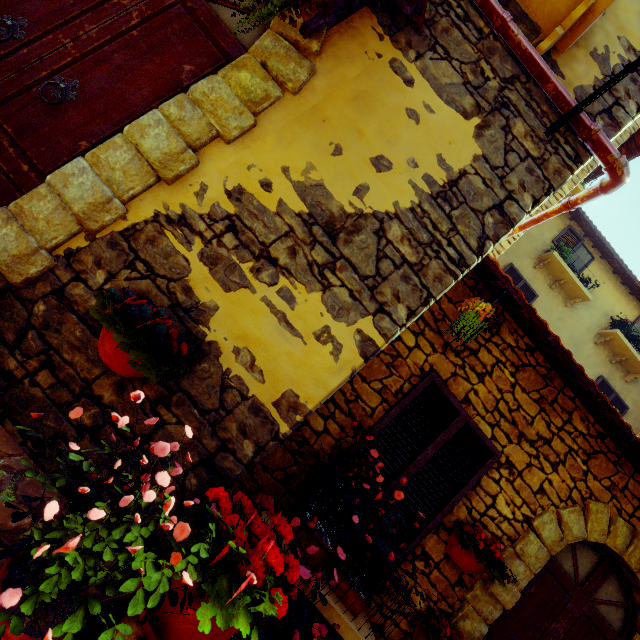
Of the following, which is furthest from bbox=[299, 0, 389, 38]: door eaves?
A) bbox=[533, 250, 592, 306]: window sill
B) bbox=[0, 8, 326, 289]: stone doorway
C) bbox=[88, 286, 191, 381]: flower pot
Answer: bbox=[533, 250, 592, 306]: window sill

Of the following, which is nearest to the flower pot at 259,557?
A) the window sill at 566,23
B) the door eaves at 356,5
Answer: the door eaves at 356,5

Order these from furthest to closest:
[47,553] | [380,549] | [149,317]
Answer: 1. [380,549]
2. [149,317]
3. [47,553]

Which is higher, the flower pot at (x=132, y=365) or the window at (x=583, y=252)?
the window at (x=583, y=252)

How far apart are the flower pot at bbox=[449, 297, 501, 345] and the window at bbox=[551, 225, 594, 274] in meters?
7.2 m

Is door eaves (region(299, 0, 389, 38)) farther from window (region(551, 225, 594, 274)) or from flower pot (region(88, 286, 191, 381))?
window (region(551, 225, 594, 274))

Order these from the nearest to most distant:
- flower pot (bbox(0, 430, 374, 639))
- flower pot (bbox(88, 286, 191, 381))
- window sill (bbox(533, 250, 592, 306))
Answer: flower pot (bbox(0, 430, 374, 639))
flower pot (bbox(88, 286, 191, 381))
window sill (bbox(533, 250, 592, 306))

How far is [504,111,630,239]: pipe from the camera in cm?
228
